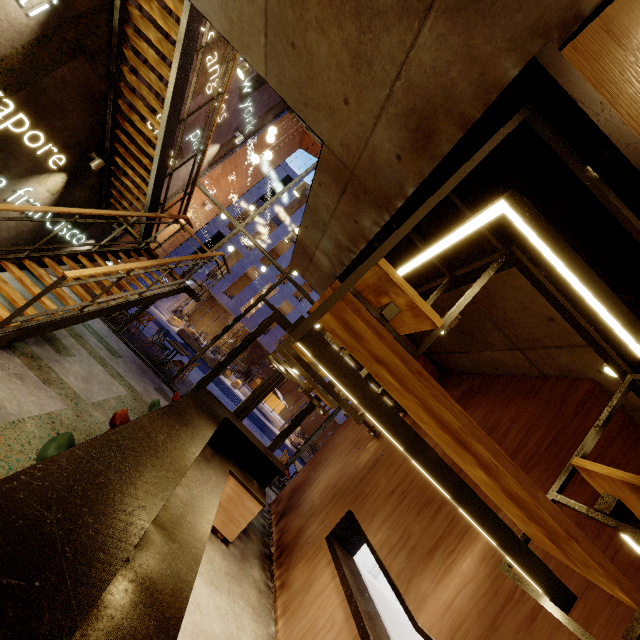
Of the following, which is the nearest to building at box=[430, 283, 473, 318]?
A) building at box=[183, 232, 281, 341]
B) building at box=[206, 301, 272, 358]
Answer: building at box=[183, 232, 281, 341]

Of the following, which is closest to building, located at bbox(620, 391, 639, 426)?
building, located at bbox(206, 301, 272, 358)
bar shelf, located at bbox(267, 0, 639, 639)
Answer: bar shelf, located at bbox(267, 0, 639, 639)

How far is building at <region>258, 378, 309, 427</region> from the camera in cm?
2605

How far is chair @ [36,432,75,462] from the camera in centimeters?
198cm

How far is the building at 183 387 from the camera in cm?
940

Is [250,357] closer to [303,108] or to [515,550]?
[303,108]

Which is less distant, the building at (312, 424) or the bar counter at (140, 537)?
the bar counter at (140, 537)

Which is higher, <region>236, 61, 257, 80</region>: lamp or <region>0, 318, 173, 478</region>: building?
<region>236, 61, 257, 80</region>: lamp
